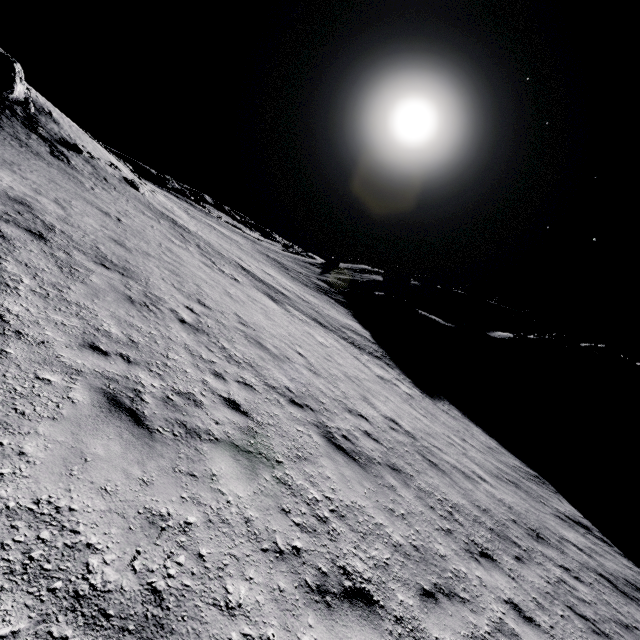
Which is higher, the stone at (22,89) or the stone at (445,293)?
the stone at (445,293)

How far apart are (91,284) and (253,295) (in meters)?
9.63

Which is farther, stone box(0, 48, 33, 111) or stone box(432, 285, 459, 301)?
stone box(432, 285, 459, 301)

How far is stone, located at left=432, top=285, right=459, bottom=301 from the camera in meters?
52.4 m

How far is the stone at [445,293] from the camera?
52.4 meters

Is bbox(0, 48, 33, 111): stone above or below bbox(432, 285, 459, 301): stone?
below
